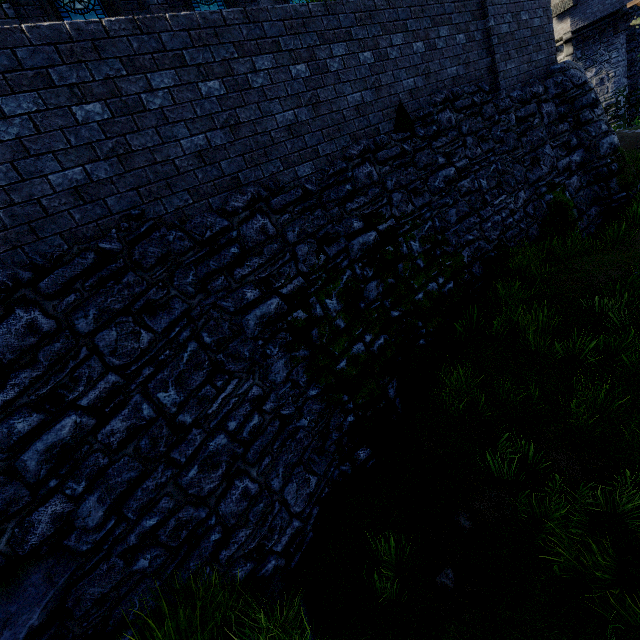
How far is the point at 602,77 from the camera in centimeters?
2314cm

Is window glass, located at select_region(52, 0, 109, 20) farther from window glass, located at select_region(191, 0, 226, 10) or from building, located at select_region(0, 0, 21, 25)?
window glass, located at select_region(191, 0, 226, 10)

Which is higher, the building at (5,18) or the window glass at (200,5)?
the window glass at (200,5)

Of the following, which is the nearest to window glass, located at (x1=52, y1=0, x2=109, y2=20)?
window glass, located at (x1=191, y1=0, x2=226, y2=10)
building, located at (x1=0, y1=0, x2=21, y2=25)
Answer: building, located at (x1=0, y1=0, x2=21, y2=25)

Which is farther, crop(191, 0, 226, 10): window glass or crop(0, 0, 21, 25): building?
crop(191, 0, 226, 10): window glass

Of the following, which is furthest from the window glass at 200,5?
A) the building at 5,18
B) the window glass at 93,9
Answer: the window glass at 93,9

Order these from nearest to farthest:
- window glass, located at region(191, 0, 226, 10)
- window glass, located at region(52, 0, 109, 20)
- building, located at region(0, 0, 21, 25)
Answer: building, located at region(0, 0, 21, 25)
window glass, located at region(52, 0, 109, 20)
window glass, located at region(191, 0, 226, 10)
